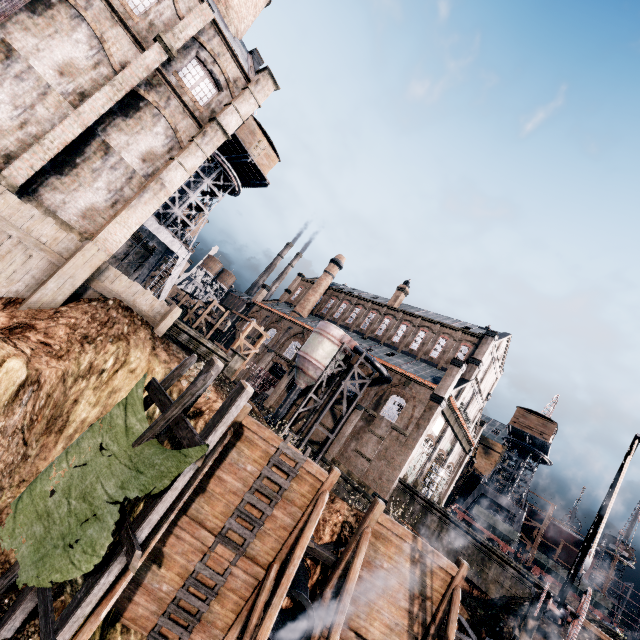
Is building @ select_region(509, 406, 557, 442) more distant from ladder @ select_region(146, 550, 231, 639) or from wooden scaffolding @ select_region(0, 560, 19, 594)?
wooden scaffolding @ select_region(0, 560, 19, 594)

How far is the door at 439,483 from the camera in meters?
36.6 m

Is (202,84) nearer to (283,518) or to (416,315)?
(283,518)

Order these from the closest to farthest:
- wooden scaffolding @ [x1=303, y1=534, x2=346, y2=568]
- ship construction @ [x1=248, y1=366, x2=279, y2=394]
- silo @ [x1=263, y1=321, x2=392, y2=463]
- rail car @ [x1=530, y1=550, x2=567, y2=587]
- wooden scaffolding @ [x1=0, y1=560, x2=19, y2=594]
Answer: wooden scaffolding @ [x1=0, y1=560, x2=19, y2=594], wooden scaffolding @ [x1=303, y1=534, x2=346, y2=568], rail car @ [x1=530, y1=550, x2=567, y2=587], silo @ [x1=263, y1=321, x2=392, y2=463], ship construction @ [x1=248, y1=366, x2=279, y2=394]

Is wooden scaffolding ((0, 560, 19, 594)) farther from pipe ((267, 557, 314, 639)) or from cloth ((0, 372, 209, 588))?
pipe ((267, 557, 314, 639))

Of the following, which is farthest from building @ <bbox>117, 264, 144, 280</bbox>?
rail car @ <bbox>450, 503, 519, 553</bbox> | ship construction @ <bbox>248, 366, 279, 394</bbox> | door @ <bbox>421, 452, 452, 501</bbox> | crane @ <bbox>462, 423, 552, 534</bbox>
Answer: crane @ <bbox>462, 423, 552, 534</bbox>

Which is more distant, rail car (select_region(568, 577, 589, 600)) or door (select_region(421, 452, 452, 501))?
door (select_region(421, 452, 452, 501))

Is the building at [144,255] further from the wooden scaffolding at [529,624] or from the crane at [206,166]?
the wooden scaffolding at [529,624]
